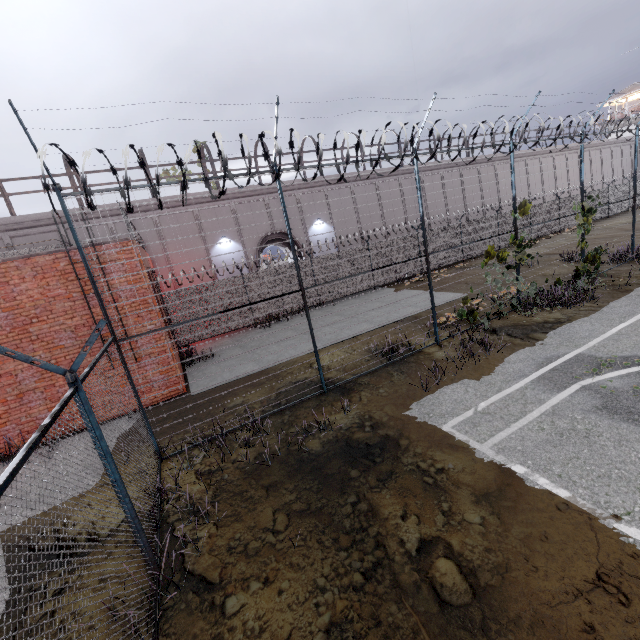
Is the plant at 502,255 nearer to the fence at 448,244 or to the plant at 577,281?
the fence at 448,244

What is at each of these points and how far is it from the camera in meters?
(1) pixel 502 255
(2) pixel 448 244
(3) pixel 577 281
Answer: (1) plant, 10.4 m
(2) fence, 22.7 m
(3) plant, 11.5 m

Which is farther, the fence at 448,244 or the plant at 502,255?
the plant at 502,255

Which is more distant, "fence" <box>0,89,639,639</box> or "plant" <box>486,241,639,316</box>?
"plant" <box>486,241,639,316</box>

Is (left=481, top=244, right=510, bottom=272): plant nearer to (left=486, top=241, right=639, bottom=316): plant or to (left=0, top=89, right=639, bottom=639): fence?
(left=0, top=89, right=639, bottom=639): fence

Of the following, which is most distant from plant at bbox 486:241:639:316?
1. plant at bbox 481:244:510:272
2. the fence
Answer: plant at bbox 481:244:510:272

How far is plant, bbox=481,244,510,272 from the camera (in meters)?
10.14
